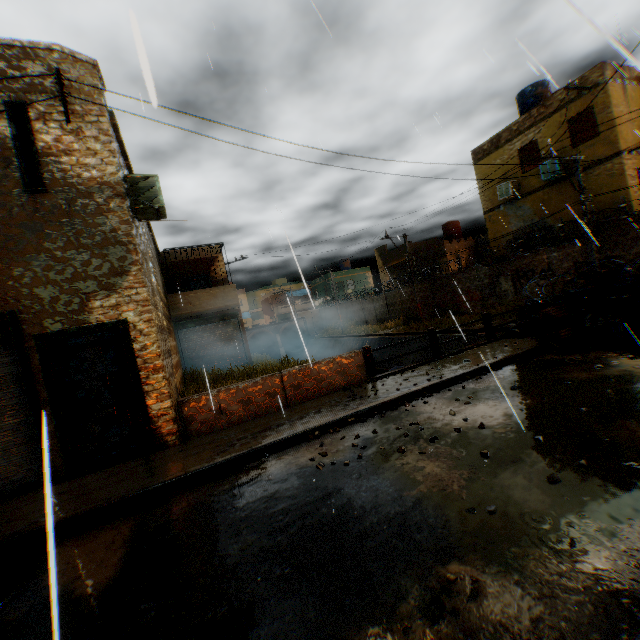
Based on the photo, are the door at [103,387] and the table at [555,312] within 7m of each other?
no

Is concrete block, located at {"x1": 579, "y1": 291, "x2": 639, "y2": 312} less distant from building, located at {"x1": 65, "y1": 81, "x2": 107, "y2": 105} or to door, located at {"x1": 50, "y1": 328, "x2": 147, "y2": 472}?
building, located at {"x1": 65, "y1": 81, "x2": 107, "y2": 105}

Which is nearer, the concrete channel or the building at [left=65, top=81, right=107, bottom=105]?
the building at [left=65, top=81, right=107, bottom=105]

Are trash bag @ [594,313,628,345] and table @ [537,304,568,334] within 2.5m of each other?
yes

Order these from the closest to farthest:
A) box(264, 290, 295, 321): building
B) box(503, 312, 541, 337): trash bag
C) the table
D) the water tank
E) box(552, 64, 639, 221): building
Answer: the table
box(503, 312, 541, 337): trash bag
box(552, 64, 639, 221): building
the water tank
box(264, 290, 295, 321): building

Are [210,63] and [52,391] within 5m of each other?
no

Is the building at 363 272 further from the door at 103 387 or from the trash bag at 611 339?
the trash bag at 611 339

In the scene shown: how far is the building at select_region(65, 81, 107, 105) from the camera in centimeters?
662cm
